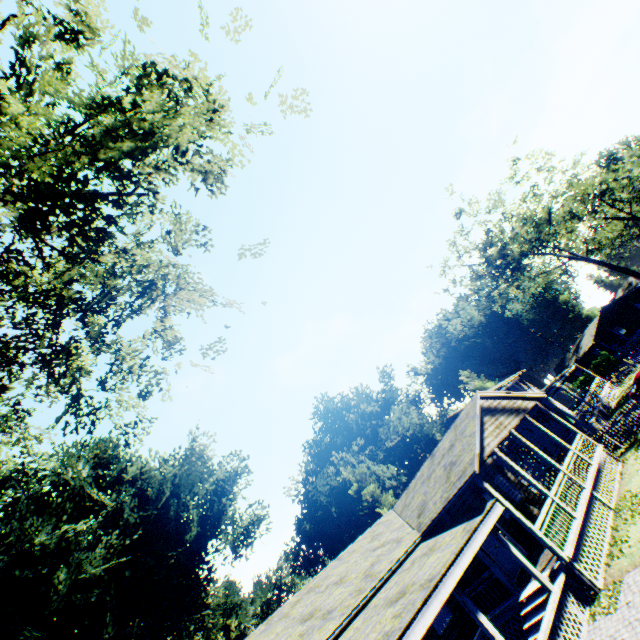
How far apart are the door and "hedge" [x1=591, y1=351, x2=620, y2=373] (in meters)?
47.56

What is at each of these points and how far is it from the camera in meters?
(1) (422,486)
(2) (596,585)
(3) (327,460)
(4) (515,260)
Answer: (1) flat, 17.1 m
(2) house, 10.0 m
(3) plant, 52.2 m
(4) tree, 35.3 m

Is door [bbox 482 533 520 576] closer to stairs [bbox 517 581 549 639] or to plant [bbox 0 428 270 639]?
stairs [bbox 517 581 549 639]

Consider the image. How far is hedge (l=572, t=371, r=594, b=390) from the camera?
49.6 meters

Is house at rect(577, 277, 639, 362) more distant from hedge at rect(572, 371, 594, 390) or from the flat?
the flat

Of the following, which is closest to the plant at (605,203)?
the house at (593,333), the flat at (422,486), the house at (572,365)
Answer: the house at (593,333)

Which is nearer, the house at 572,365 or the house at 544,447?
the house at 572,365
